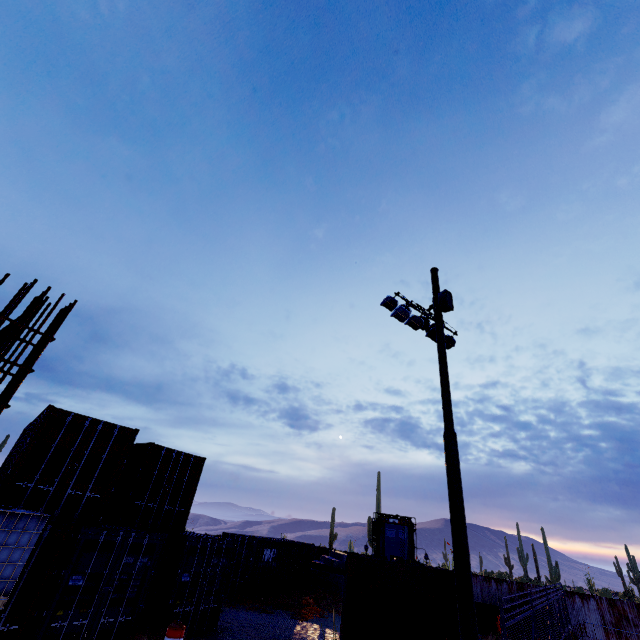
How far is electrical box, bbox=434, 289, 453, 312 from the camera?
10.1 meters

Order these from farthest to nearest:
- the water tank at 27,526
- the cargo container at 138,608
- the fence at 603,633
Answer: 1. the fence at 603,633
2. the cargo container at 138,608
3. the water tank at 27,526

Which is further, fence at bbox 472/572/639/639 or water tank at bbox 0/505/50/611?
fence at bbox 472/572/639/639

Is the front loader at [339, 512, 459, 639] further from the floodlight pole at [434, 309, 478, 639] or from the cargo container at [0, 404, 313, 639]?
the cargo container at [0, 404, 313, 639]

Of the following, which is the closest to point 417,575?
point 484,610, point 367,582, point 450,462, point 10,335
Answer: point 367,582

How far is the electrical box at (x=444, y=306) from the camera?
10.1m

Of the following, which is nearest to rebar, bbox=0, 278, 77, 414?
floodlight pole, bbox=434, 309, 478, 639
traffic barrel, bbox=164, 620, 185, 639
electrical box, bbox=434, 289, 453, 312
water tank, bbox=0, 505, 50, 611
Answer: water tank, bbox=0, 505, 50, 611

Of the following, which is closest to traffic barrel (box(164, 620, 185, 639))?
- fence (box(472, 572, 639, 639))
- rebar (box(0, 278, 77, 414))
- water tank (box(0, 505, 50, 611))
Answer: water tank (box(0, 505, 50, 611))
